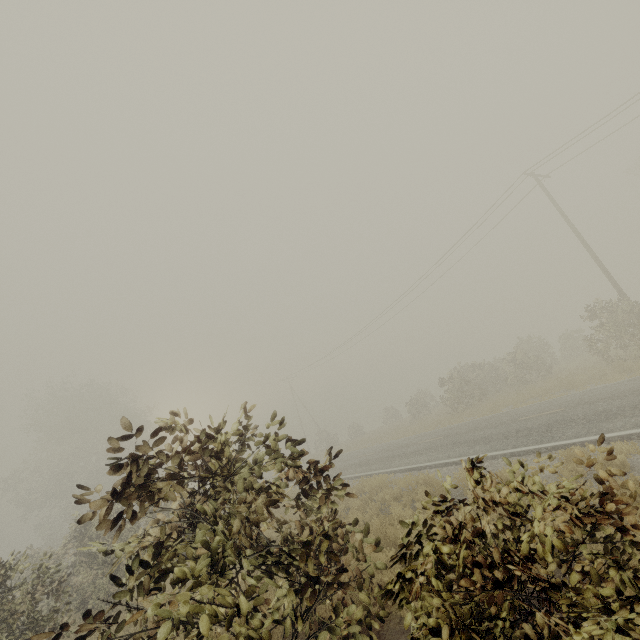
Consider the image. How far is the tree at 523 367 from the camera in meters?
23.1

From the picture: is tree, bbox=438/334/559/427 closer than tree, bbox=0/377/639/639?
No

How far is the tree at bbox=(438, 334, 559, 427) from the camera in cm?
2306

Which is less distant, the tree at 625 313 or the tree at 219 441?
the tree at 219 441

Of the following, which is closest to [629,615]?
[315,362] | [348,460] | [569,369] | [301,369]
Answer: [348,460]

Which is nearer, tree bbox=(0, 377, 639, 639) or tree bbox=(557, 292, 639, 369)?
tree bbox=(0, 377, 639, 639)

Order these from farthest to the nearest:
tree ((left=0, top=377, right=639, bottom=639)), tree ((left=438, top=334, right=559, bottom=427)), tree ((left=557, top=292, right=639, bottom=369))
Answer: tree ((left=438, top=334, right=559, bottom=427)) → tree ((left=557, top=292, right=639, bottom=369)) → tree ((left=0, top=377, right=639, bottom=639))
